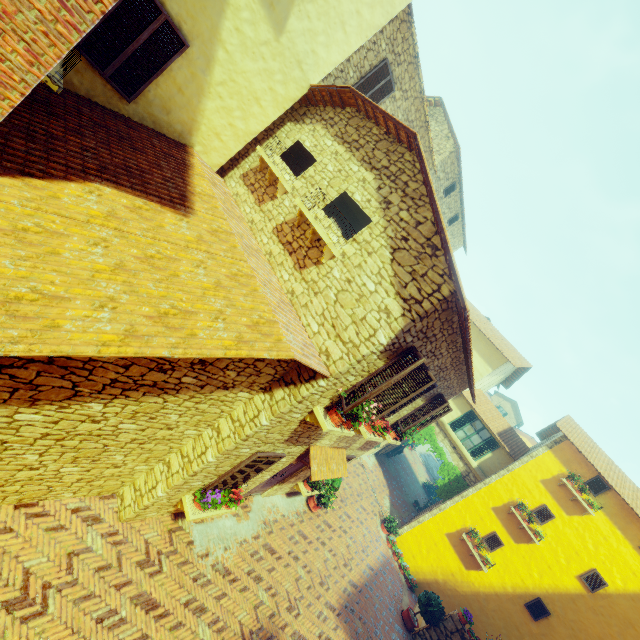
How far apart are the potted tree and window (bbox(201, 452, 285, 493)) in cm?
1023

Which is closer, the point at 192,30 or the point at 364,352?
the point at 364,352

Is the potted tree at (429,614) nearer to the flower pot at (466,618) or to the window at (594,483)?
the flower pot at (466,618)

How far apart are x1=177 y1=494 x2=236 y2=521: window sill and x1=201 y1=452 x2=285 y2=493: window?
0.2 meters

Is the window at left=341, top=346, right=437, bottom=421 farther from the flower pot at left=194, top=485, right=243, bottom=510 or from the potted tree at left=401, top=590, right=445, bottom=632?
the potted tree at left=401, top=590, right=445, bottom=632

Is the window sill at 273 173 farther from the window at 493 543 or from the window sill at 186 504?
the window at 493 543

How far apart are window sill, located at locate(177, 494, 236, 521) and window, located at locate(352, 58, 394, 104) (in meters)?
12.27

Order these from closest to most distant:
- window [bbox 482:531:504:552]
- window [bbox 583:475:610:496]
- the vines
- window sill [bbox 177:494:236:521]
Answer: window sill [bbox 177:494:236:521] → window [bbox 583:475:610:496] → window [bbox 482:531:504:552] → the vines
